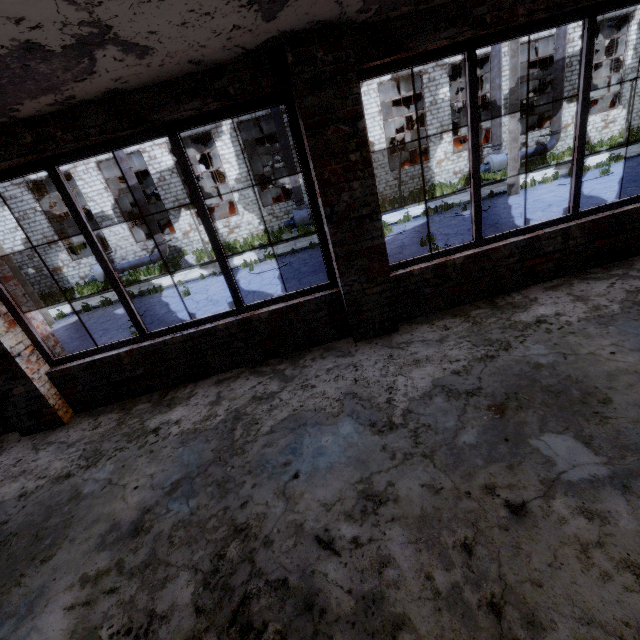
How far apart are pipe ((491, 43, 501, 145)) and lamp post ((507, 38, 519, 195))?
8.03m

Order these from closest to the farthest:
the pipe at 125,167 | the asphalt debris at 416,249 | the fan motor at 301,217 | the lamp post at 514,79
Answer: the asphalt debris at 416,249 → the lamp post at 514,79 → the pipe at 125,167 → the fan motor at 301,217

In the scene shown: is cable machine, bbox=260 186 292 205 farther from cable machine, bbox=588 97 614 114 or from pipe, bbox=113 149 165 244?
cable machine, bbox=588 97 614 114

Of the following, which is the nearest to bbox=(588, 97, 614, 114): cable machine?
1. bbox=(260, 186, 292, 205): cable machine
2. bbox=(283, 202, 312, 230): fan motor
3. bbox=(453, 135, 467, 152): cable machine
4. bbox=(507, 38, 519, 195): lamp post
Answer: bbox=(453, 135, 467, 152): cable machine

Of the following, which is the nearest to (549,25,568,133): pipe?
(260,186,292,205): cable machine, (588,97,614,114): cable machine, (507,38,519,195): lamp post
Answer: (588,97,614,114): cable machine

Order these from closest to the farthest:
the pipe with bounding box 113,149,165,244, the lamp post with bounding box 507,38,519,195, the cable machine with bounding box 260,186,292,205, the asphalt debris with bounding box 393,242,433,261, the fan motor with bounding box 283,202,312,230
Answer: the asphalt debris with bounding box 393,242,433,261 → the lamp post with bounding box 507,38,519,195 → the pipe with bounding box 113,149,165,244 → the fan motor with bounding box 283,202,312,230 → the cable machine with bounding box 260,186,292,205

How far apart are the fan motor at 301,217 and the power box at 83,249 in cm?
1495

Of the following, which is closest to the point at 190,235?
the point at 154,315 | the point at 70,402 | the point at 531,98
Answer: the point at 154,315
